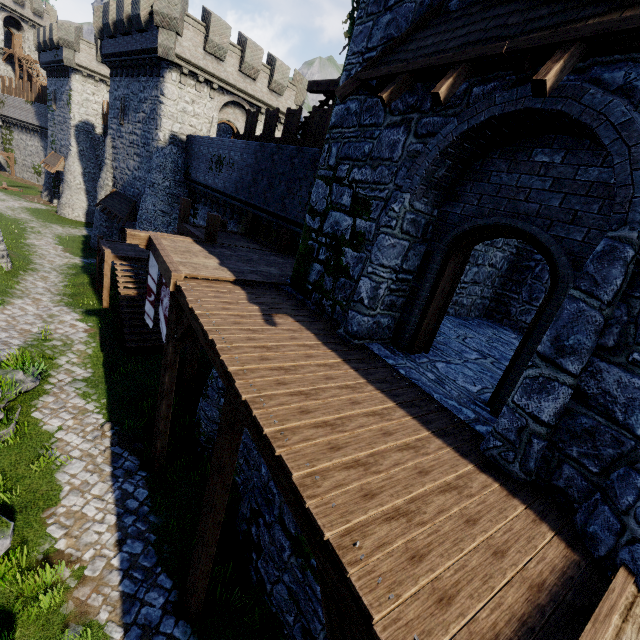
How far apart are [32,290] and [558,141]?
22.8 meters

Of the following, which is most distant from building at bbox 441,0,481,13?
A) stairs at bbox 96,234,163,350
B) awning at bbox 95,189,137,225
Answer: awning at bbox 95,189,137,225

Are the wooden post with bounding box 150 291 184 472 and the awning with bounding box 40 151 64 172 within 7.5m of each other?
no

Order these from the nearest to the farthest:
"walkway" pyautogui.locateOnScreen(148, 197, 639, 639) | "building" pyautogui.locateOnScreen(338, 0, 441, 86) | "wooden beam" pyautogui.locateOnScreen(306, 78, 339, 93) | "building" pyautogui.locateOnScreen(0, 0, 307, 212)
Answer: "walkway" pyautogui.locateOnScreen(148, 197, 639, 639) < "building" pyautogui.locateOnScreen(338, 0, 441, 86) < "wooden beam" pyautogui.locateOnScreen(306, 78, 339, 93) < "building" pyautogui.locateOnScreen(0, 0, 307, 212)

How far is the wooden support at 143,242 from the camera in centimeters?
947cm

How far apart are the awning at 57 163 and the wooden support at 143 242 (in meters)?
34.30

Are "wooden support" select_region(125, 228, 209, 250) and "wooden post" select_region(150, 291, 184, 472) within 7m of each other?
yes

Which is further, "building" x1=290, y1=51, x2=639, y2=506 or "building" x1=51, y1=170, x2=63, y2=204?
"building" x1=51, y1=170, x2=63, y2=204
